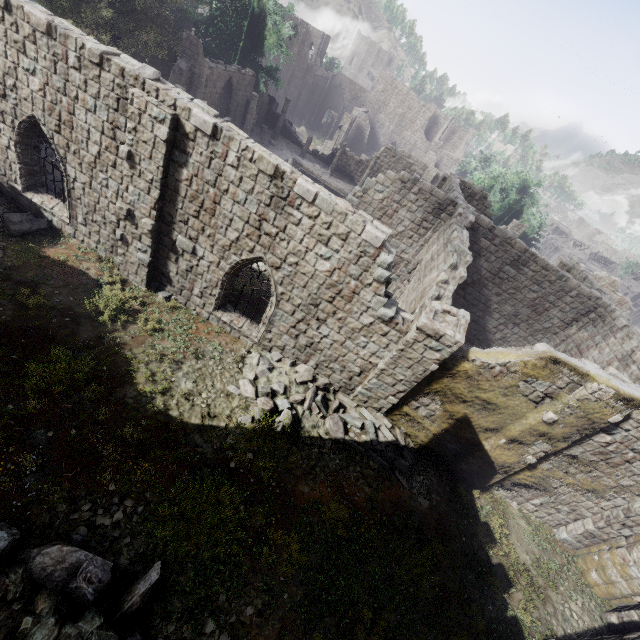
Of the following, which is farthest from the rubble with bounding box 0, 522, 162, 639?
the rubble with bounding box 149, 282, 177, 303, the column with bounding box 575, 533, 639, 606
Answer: the column with bounding box 575, 533, 639, 606

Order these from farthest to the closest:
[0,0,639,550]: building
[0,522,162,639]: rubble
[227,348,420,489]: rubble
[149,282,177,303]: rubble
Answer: [149,282,177,303]: rubble
[227,348,420,489]: rubble
[0,0,639,550]: building
[0,522,162,639]: rubble

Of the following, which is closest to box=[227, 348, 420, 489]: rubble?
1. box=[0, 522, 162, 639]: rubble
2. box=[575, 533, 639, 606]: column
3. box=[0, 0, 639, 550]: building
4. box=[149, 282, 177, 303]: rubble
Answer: box=[0, 0, 639, 550]: building

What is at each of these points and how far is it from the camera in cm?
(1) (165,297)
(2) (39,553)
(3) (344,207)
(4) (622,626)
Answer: (1) rubble, 1198
(2) rubble, 572
(3) building, 871
(4) building, 1034

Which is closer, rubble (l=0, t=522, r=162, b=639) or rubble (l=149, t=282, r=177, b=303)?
rubble (l=0, t=522, r=162, b=639)

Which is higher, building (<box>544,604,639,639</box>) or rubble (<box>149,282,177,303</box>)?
building (<box>544,604,639,639</box>)

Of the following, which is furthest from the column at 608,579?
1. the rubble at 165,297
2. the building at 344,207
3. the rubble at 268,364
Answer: the rubble at 165,297

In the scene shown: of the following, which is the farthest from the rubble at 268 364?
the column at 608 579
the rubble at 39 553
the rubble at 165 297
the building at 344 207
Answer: the column at 608 579
